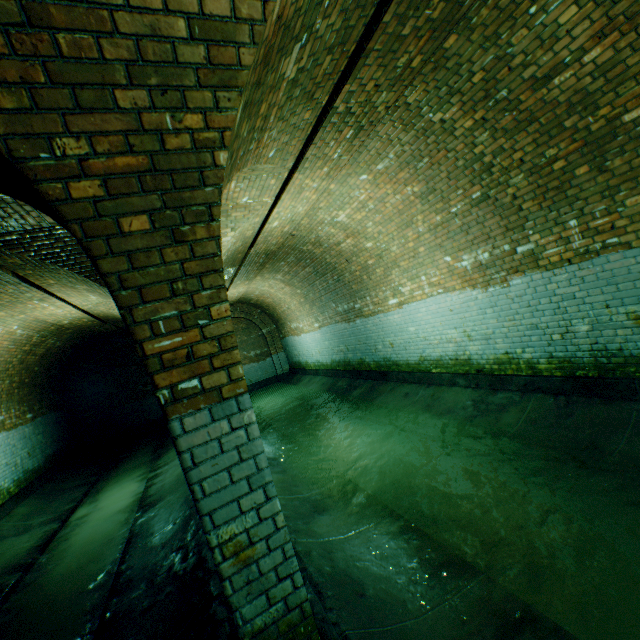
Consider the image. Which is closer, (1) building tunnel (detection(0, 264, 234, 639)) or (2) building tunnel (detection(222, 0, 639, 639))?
(2) building tunnel (detection(222, 0, 639, 639))

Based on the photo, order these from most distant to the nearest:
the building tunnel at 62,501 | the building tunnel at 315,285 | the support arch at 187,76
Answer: the building tunnel at 62,501, the building tunnel at 315,285, the support arch at 187,76

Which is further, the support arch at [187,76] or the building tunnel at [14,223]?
the building tunnel at [14,223]

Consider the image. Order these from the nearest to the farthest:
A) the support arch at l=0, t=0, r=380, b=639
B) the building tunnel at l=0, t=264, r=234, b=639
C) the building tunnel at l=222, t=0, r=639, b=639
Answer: the support arch at l=0, t=0, r=380, b=639
the building tunnel at l=222, t=0, r=639, b=639
the building tunnel at l=0, t=264, r=234, b=639

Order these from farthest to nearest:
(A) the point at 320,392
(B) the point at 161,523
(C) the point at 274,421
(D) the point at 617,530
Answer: (A) the point at 320,392 < (C) the point at 274,421 < (B) the point at 161,523 < (D) the point at 617,530

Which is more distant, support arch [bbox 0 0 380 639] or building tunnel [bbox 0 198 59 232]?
building tunnel [bbox 0 198 59 232]
